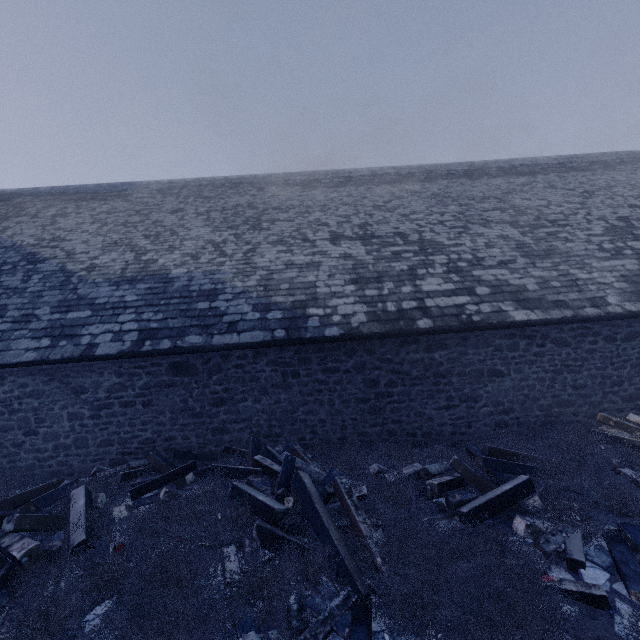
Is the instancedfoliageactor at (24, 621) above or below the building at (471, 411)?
below

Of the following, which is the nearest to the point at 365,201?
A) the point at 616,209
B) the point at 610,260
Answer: the point at 610,260

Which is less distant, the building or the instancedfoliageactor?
the instancedfoliageactor

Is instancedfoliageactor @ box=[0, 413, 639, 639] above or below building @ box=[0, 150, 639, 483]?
below

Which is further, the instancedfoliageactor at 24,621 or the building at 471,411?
the building at 471,411
